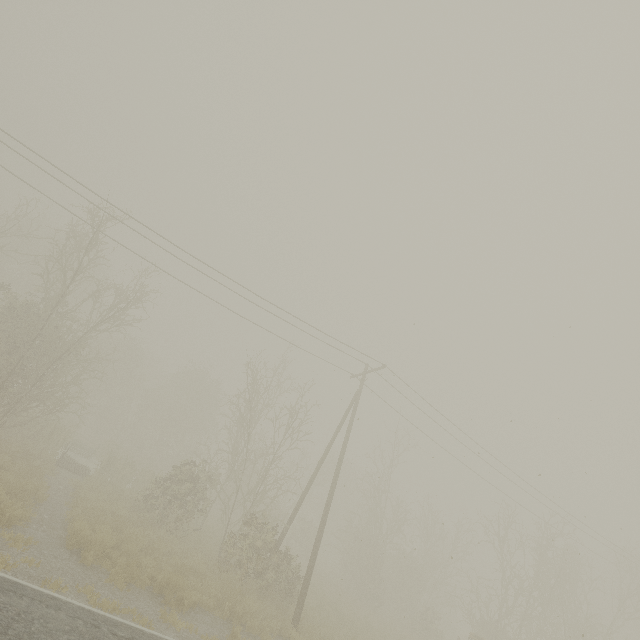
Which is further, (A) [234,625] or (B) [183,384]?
(B) [183,384]
